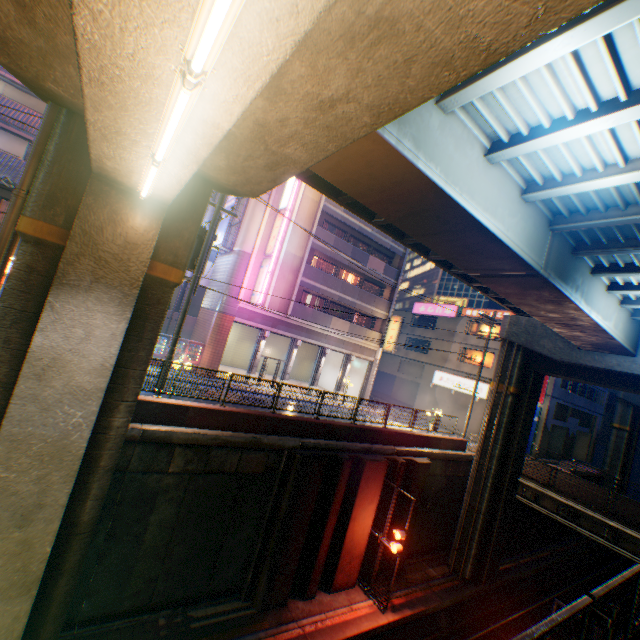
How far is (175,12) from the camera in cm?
242

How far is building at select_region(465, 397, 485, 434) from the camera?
30.9 meters

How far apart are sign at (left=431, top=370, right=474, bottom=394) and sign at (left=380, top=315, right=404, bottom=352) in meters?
9.6 m

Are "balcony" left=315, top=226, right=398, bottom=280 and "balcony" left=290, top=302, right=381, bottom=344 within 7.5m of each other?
yes

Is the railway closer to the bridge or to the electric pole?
the bridge

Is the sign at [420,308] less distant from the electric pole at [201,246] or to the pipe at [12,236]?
the electric pole at [201,246]

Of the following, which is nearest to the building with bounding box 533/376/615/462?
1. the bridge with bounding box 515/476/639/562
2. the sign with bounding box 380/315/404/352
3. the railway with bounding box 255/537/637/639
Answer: the railway with bounding box 255/537/637/639

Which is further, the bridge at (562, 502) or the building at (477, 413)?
the building at (477, 413)
